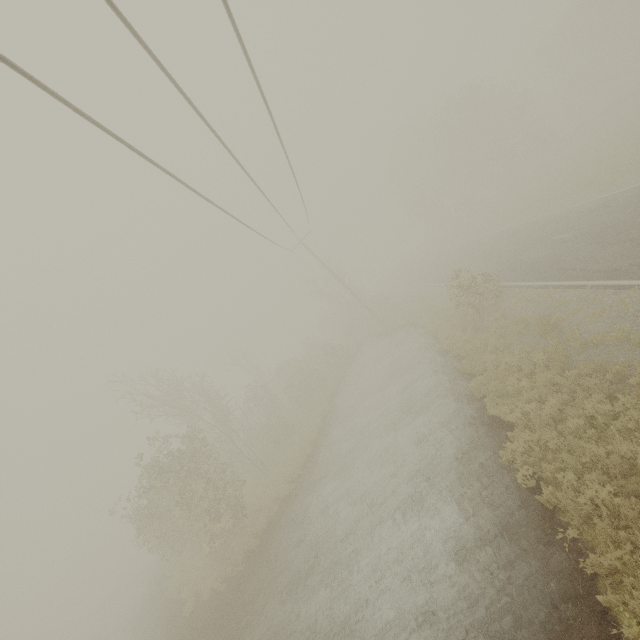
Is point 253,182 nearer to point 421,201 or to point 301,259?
point 301,259
